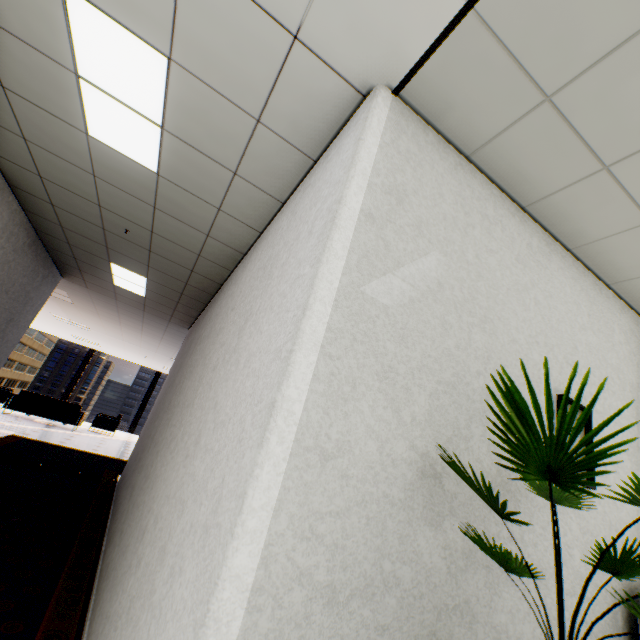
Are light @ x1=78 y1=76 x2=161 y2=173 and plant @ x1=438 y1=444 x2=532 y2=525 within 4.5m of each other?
yes

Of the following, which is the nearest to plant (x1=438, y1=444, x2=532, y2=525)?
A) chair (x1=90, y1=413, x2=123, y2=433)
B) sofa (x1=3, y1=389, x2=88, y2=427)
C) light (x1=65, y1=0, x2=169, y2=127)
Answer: light (x1=65, y1=0, x2=169, y2=127)

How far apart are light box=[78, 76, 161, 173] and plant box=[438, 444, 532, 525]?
2.1 meters

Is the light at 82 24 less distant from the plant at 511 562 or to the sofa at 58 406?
the plant at 511 562

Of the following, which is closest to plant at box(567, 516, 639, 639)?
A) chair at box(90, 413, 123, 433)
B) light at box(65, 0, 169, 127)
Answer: light at box(65, 0, 169, 127)

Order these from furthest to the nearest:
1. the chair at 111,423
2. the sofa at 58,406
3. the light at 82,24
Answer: the chair at 111,423 < the sofa at 58,406 < the light at 82,24

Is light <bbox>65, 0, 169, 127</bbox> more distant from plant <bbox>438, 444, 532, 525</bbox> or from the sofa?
the sofa

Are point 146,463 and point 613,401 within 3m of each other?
no
